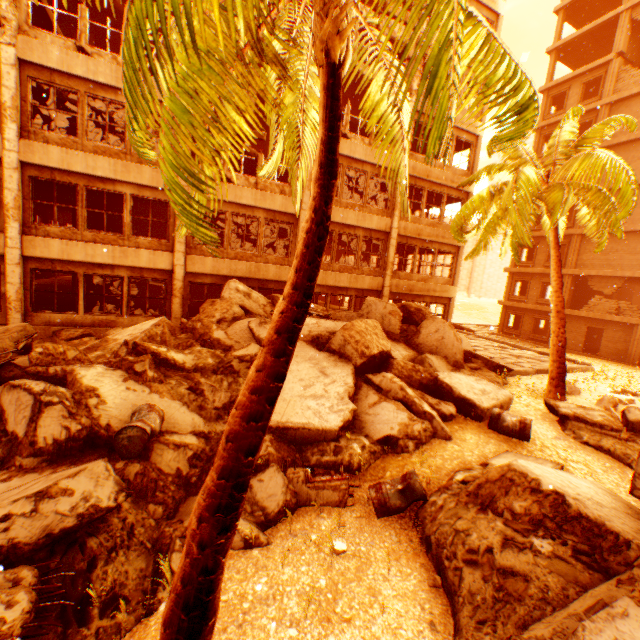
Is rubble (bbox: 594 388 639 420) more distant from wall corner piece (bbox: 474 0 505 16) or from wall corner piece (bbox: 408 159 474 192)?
wall corner piece (bbox: 474 0 505 16)

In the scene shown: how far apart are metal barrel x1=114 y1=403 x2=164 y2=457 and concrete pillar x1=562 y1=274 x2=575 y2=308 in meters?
29.8

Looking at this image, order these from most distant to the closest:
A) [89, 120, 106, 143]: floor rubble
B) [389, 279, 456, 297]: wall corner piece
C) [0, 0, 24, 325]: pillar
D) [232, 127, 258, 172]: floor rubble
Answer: [389, 279, 456, 297]: wall corner piece < [89, 120, 106, 143]: floor rubble < [232, 127, 258, 172]: floor rubble < [0, 0, 24, 325]: pillar

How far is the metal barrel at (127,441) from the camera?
5.0m

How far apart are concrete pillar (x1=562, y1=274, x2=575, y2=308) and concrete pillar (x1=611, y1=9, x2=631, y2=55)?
15.81m

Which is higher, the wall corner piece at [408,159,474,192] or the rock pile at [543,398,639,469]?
the wall corner piece at [408,159,474,192]

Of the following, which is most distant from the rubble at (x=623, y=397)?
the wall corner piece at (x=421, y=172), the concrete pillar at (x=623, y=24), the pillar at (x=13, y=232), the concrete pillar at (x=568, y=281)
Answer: the concrete pillar at (x=623, y=24)

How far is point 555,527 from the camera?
4.0m
